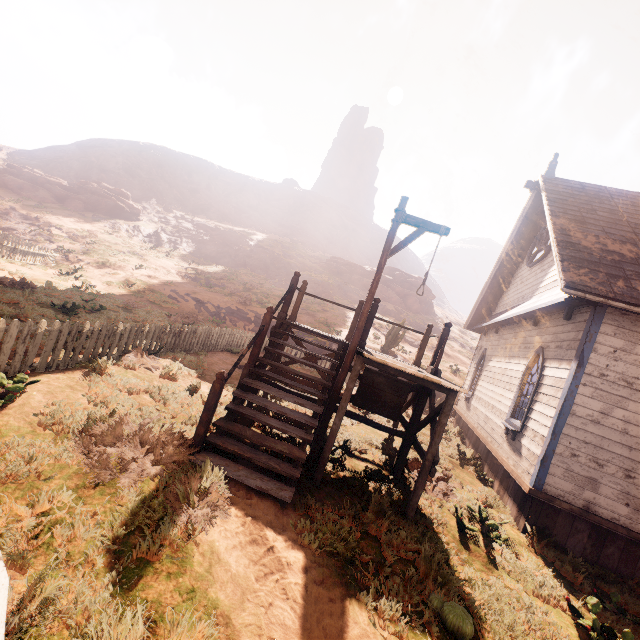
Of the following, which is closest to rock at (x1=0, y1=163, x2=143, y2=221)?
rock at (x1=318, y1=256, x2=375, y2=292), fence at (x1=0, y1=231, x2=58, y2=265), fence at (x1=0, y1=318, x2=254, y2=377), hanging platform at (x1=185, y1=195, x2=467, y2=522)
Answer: fence at (x1=0, y1=231, x2=58, y2=265)

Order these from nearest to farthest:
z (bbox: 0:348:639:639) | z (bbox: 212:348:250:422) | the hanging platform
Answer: z (bbox: 0:348:639:639)
the hanging platform
z (bbox: 212:348:250:422)

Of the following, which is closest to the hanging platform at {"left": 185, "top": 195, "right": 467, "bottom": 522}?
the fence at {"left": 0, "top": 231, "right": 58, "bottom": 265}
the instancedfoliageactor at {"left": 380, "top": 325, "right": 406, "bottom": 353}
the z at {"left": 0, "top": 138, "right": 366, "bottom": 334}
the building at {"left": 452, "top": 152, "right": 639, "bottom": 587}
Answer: the z at {"left": 0, "top": 138, "right": 366, "bottom": 334}

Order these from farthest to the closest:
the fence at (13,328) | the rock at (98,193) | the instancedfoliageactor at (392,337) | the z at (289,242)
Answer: the rock at (98,193) < the instancedfoliageactor at (392,337) < the z at (289,242) < the fence at (13,328)

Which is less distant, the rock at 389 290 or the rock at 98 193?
the rock at 98 193

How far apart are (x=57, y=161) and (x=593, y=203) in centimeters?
6554cm

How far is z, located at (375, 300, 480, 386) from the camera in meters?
23.8 m

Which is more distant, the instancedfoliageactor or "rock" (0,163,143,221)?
"rock" (0,163,143,221)
